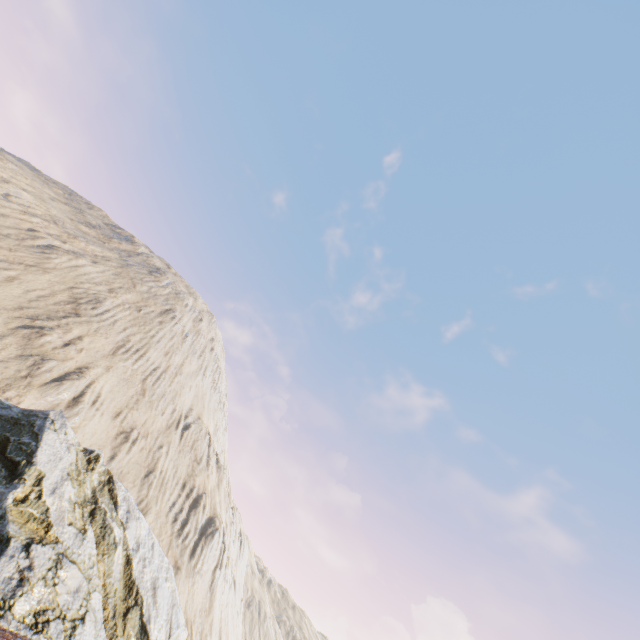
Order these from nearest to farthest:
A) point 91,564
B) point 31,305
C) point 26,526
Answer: point 26,526 → point 91,564 → point 31,305
